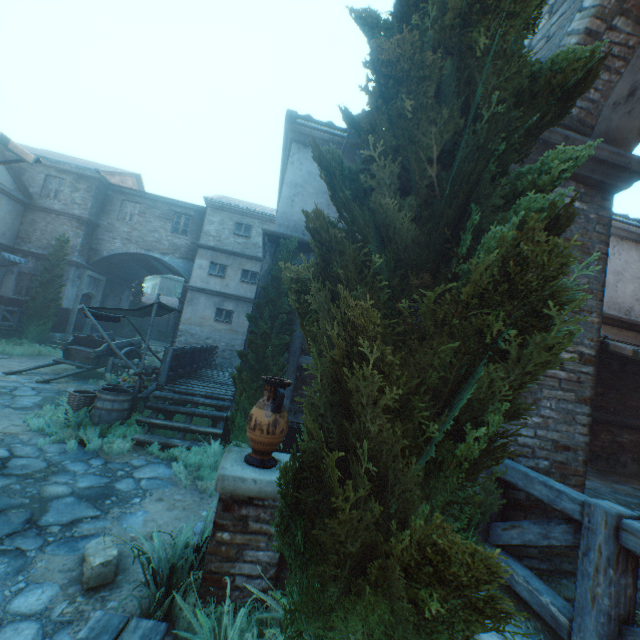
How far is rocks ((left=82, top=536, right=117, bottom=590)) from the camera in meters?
2.9 m

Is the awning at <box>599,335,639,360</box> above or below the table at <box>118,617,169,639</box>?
above

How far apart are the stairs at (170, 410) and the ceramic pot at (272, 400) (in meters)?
4.00

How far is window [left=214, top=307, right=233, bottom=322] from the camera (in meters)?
18.42

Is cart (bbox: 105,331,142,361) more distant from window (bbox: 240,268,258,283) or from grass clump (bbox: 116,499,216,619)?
grass clump (bbox: 116,499,216,619)

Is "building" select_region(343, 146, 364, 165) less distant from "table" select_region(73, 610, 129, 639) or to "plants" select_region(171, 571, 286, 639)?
"plants" select_region(171, 571, 286, 639)

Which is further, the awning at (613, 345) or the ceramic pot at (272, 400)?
the awning at (613, 345)

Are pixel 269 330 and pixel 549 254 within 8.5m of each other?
yes
